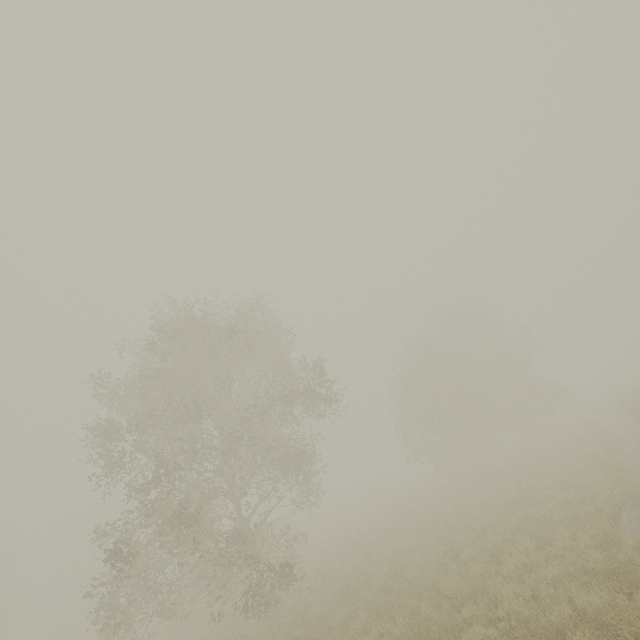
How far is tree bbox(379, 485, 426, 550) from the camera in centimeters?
1766cm

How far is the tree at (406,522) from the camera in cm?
1766

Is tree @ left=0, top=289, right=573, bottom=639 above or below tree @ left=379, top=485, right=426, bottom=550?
above

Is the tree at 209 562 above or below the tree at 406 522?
above

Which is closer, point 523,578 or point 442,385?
point 523,578

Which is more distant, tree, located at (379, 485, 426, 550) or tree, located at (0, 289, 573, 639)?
tree, located at (379, 485, 426, 550)
